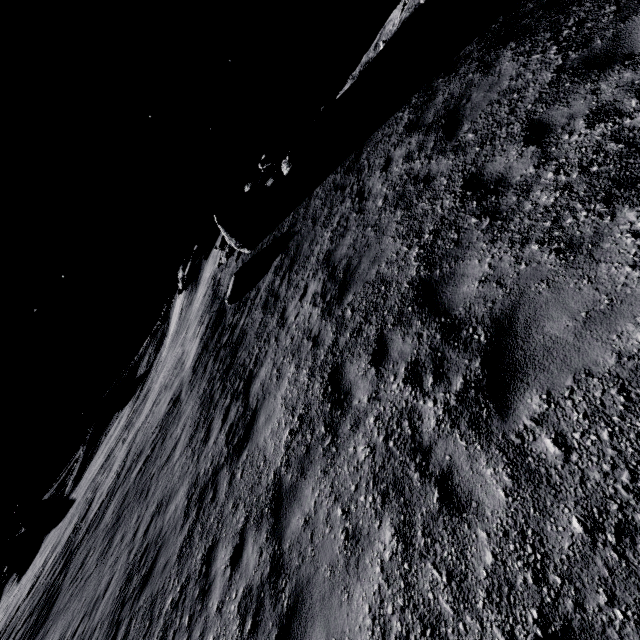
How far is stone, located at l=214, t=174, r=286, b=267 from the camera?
13.9m

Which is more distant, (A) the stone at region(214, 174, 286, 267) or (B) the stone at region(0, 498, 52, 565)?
(B) the stone at region(0, 498, 52, 565)

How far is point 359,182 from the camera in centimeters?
954cm

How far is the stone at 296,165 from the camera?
14.7m

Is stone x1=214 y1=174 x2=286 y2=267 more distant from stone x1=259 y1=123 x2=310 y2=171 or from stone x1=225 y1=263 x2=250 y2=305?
stone x1=259 y1=123 x2=310 y2=171

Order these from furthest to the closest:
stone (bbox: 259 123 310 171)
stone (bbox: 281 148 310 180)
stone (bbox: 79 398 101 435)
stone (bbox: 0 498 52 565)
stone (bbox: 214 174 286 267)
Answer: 1. stone (bbox: 79 398 101 435)
2. stone (bbox: 0 498 52 565)
3. stone (bbox: 259 123 310 171)
4. stone (bbox: 281 148 310 180)
5. stone (bbox: 214 174 286 267)

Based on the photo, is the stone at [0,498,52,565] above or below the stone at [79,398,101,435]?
below

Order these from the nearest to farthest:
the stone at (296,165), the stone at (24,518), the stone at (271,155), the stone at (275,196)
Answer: the stone at (275,196) < the stone at (296,165) < the stone at (271,155) < the stone at (24,518)
